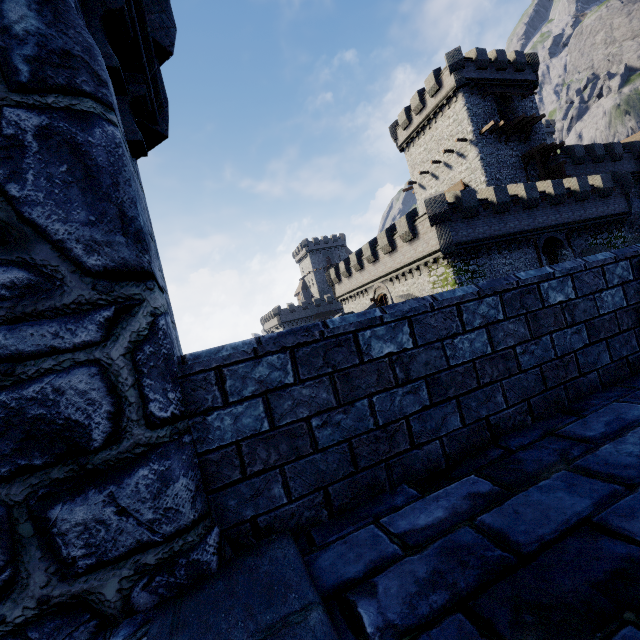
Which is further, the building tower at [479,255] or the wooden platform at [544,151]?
the wooden platform at [544,151]

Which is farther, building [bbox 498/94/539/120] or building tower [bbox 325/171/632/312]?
building [bbox 498/94/539/120]

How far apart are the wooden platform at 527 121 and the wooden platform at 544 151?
1.3 meters

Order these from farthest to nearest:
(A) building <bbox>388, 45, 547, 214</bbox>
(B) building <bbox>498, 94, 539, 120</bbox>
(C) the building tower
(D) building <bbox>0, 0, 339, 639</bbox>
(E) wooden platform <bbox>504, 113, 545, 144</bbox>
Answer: (B) building <bbox>498, 94, 539, 120</bbox>, (A) building <bbox>388, 45, 547, 214</bbox>, (E) wooden platform <bbox>504, 113, 545, 144</bbox>, (C) the building tower, (D) building <bbox>0, 0, 339, 639</bbox>

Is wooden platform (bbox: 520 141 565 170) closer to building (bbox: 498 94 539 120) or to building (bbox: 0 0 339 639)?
building (bbox: 498 94 539 120)

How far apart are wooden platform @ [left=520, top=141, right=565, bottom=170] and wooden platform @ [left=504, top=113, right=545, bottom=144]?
1.29m

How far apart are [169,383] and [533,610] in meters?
1.6 m
